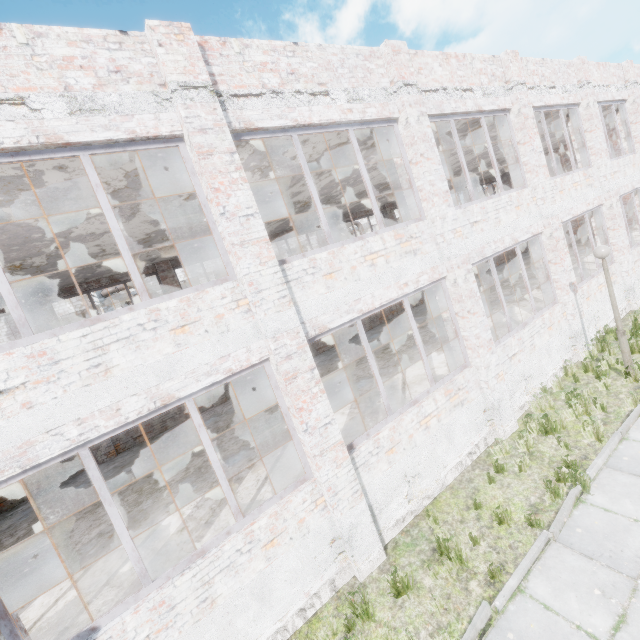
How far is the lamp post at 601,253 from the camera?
7.5 meters

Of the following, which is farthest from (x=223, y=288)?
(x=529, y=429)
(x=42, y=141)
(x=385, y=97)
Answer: (x=529, y=429)

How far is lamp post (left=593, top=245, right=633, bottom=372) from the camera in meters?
7.5
